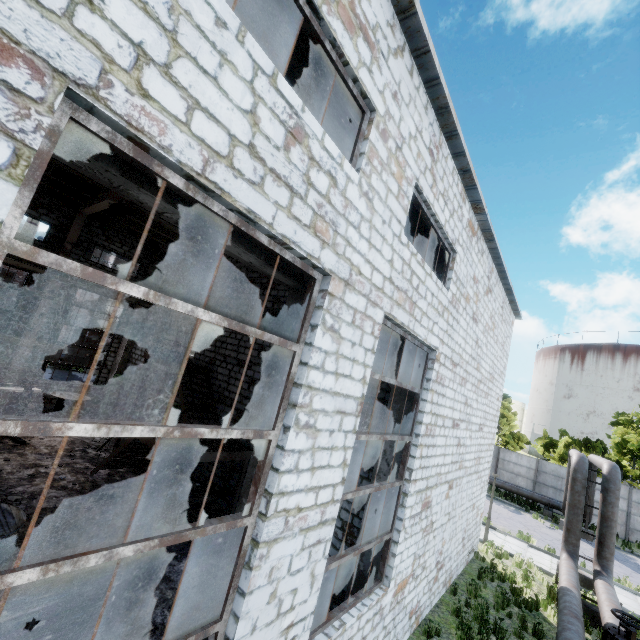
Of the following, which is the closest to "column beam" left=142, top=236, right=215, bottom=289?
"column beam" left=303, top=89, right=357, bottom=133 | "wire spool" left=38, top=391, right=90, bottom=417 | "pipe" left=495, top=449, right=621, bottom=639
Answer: "column beam" left=303, top=89, right=357, bottom=133

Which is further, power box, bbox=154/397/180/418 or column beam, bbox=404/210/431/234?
power box, bbox=154/397/180/418

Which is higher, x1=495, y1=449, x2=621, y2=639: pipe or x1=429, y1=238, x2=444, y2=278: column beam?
x1=429, y1=238, x2=444, y2=278: column beam

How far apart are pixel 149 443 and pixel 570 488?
16.6m

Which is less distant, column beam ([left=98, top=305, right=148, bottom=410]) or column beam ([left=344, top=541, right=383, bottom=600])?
column beam ([left=344, top=541, right=383, bottom=600])

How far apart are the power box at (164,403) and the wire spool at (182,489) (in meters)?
3.56

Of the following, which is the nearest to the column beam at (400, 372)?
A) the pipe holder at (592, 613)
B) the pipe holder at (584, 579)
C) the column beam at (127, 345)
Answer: the pipe holder at (592, 613)

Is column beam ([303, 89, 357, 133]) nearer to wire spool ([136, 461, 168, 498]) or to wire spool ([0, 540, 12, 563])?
wire spool ([0, 540, 12, 563])
